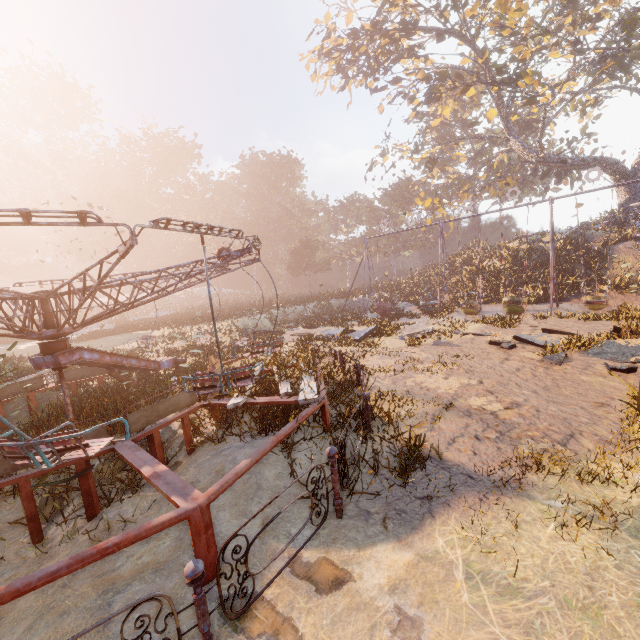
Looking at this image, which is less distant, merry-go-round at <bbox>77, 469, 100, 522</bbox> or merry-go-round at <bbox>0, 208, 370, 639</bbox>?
merry-go-round at <bbox>0, 208, 370, 639</bbox>

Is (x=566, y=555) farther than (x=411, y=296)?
No

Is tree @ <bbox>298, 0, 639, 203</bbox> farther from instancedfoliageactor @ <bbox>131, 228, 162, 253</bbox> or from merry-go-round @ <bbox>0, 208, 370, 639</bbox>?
merry-go-round @ <bbox>0, 208, 370, 639</bbox>

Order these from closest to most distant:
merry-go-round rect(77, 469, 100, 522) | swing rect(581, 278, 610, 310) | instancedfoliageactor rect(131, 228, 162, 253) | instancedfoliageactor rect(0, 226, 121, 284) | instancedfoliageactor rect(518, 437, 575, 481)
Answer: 1. instancedfoliageactor rect(518, 437, 575, 481)
2. merry-go-round rect(77, 469, 100, 522)
3. swing rect(581, 278, 610, 310)
4. instancedfoliageactor rect(0, 226, 121, 284)
5. instancedfoliageactor rect(131, 228, 162, 253)

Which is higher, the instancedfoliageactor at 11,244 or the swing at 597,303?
the instancedfoliageactor at 11,244

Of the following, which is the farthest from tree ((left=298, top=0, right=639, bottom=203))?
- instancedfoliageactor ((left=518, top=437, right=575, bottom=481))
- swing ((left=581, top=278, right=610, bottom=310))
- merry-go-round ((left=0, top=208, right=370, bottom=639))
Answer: instancedfoliageactor ((left=518, top=437, right=575, bottom=481))

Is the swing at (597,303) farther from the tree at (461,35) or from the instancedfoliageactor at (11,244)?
the instancedfoliageactor at (11,244)

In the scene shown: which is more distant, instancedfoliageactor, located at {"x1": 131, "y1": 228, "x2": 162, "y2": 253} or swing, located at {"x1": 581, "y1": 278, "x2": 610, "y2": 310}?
instancedfoliageactor, located at {"x1": 131, "y1": 228, "x2": 162, "y2": 253}
